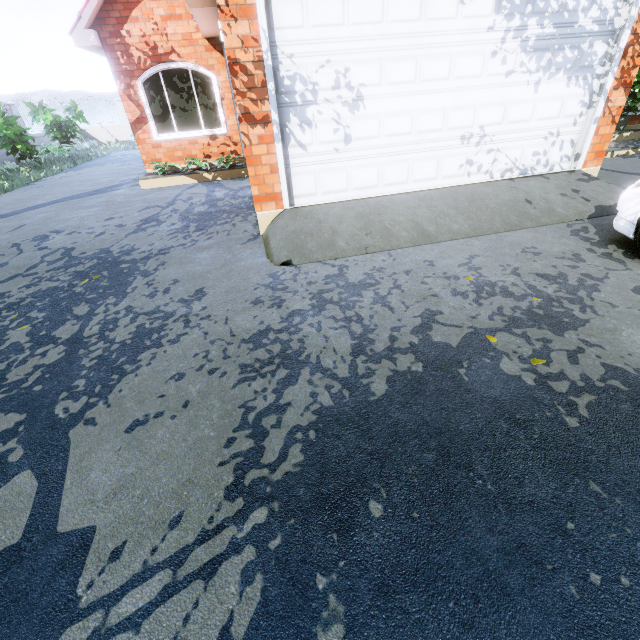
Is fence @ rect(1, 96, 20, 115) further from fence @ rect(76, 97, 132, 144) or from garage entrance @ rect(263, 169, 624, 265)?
garage entrance @ rect(263, 169, 624, 265)

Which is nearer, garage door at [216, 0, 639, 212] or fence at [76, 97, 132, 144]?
garage door at [216, 0, 639, 212]

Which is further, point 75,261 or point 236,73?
point 75,261

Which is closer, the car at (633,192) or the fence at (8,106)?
the car at (633,192)

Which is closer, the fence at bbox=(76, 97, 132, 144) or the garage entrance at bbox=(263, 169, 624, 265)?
the garage entrance at bbox=(263, 169, 624, 265)

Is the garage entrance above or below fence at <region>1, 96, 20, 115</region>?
below

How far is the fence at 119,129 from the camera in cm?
2089

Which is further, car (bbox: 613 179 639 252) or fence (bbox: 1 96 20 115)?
fence (bbox: 1 96 20 115)
